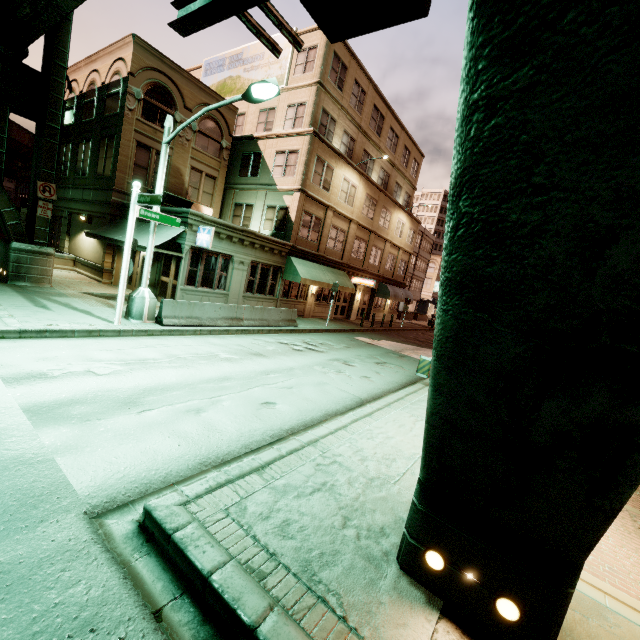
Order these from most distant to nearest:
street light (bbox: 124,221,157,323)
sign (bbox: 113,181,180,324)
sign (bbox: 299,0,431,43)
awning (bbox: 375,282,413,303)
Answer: awning (bbox: 375,282,413,303)
street light (bbox: 124,221,157,323)
sign (bbox: 113,181,180,324)
sign (bbox: 299,0,431,43)

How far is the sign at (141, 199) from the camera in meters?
10.1 m

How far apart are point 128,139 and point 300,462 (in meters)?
20.73

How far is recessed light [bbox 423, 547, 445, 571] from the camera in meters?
3.4 m

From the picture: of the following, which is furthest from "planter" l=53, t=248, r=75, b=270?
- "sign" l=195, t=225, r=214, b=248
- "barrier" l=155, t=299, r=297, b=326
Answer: "barrier" l=155, t=299, r=297, b=326

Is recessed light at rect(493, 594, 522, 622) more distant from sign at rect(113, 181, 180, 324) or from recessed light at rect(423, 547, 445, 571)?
sign at rect(113, 181, 180, 324)

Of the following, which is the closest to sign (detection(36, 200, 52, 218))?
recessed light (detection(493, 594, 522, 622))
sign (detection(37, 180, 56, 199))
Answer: sign (detection(37, 180, 56, 199))

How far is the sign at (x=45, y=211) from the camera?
13.8 meters
